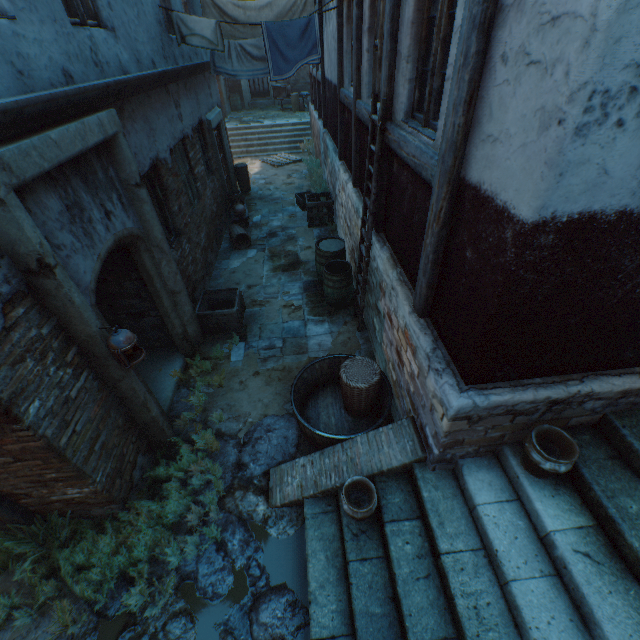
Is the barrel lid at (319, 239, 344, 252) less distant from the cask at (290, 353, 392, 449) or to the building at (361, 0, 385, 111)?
the building at (361, 0, 385, 111)

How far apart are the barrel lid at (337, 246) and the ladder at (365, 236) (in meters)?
0.92

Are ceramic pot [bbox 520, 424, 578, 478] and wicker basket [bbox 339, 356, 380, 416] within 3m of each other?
yes

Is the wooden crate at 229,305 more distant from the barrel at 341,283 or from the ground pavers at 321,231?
the barrel at 341,283

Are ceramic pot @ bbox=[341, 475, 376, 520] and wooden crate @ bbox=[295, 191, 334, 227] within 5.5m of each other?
no

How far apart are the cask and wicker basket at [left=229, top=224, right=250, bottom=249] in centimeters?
510cm

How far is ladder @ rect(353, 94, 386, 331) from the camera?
4.0m

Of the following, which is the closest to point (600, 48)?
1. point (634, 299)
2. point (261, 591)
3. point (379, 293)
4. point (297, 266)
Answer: point (634, 299)
